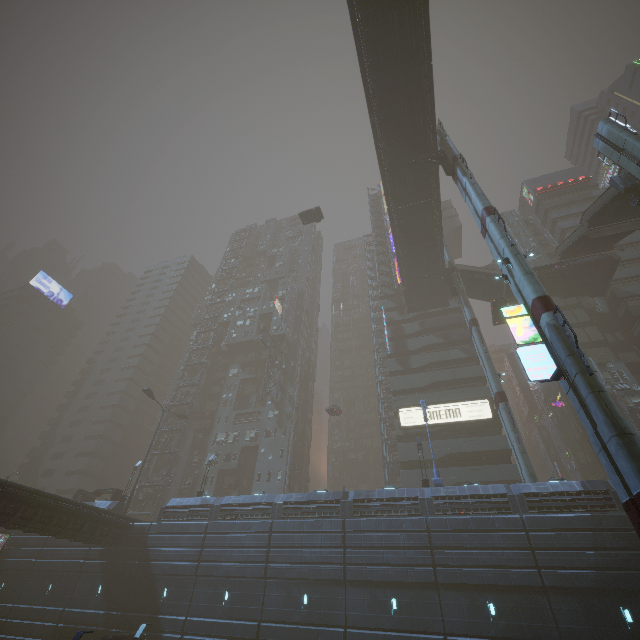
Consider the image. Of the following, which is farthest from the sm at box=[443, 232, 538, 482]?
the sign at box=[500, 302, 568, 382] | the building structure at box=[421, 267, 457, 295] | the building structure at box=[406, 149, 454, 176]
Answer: the building structure at box=[406, 149, 454, 176]

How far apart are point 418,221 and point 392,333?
17.4 meters

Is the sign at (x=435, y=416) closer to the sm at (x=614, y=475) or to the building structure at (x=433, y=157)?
the sm at (x=614, y=475)

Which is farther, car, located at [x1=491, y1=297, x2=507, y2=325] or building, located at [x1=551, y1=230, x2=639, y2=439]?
car, located at [x1=491, y1=297, x2=507, y2=325]

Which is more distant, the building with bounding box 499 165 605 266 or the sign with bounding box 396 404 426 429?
the building with bounding box 499 165 605 266

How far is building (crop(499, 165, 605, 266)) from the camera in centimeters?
4911cm

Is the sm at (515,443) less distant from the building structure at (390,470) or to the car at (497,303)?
the car at (497,303)
